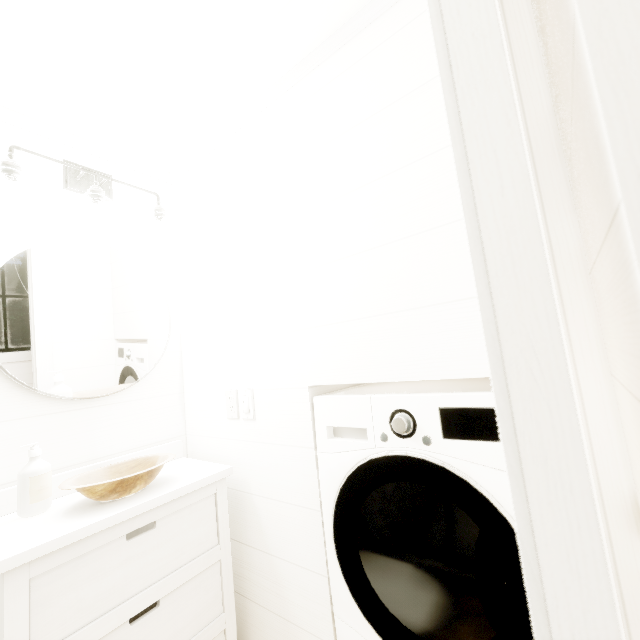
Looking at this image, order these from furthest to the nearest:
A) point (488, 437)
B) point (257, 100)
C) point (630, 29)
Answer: point (257, 100), point (488, 437), point (630, 29)
